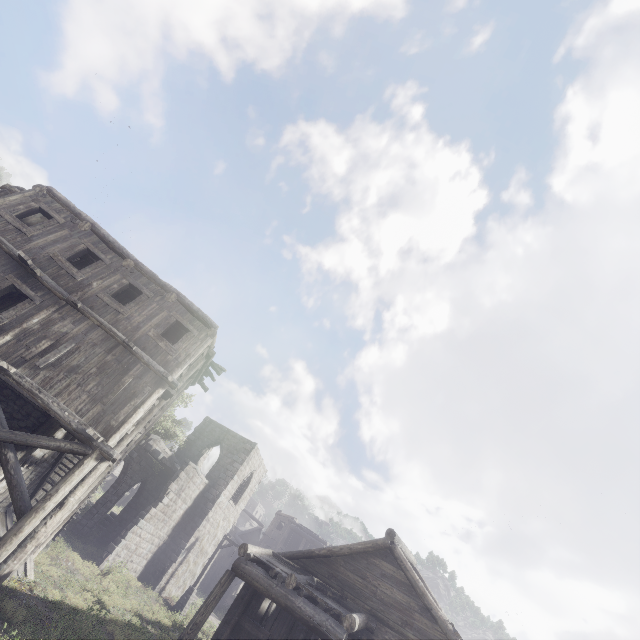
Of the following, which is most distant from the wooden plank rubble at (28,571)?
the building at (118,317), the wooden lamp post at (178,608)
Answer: the wooden lamp post at (178,608)

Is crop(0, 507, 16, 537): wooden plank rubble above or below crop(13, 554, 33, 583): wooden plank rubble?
above

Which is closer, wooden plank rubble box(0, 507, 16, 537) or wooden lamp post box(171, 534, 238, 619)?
wooden plank rubble box(0, 507, 16, 537)

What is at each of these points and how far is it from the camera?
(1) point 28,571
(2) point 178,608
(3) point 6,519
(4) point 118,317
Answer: (1) wooden plank rubble, 12.41m
(2) wooden lamp post, 21.75m
(3) wooden plank rubble, 13.12m
(4) building, 12.12m

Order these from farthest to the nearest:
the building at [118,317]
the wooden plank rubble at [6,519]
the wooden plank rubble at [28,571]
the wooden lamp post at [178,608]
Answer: the wooden lamp post at [178,608], the wooden plank rubble at [6,519], the wooden plank rubble at [28,571], the building at [118,317]

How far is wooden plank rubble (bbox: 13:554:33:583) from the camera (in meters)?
11.93

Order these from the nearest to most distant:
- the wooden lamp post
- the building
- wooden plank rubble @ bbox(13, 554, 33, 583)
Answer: the building
wooden plank rubble @ bbox(13, 554, 33, 583)
the wooden lamp post

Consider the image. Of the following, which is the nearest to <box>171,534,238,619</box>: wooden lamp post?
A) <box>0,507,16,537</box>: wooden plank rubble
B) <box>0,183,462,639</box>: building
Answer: <box>0,183,462,639</box>: building
